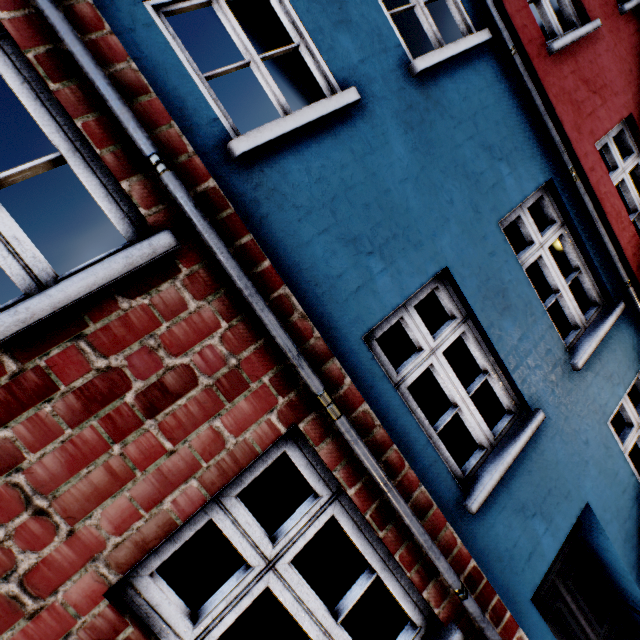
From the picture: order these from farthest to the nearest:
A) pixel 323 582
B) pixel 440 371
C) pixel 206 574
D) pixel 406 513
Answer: pixel 323 582 → pixel 206 574 → pixel 440 371 → pixel 406 513
